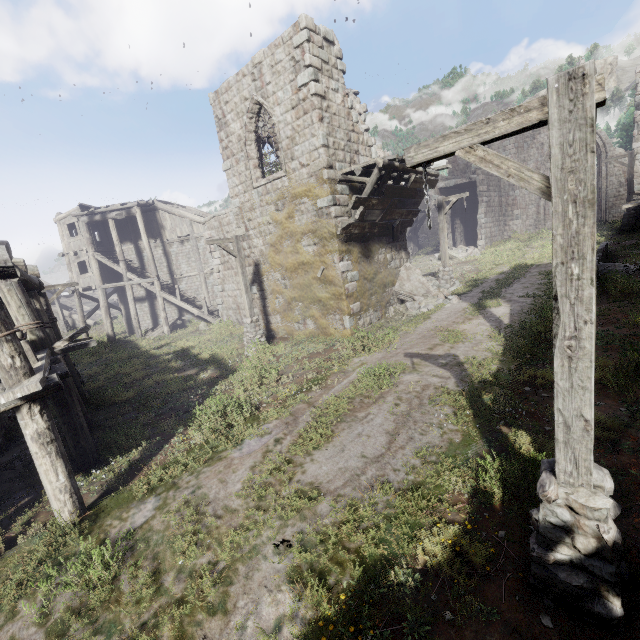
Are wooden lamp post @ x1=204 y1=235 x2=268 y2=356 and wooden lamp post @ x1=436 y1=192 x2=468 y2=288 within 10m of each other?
yes

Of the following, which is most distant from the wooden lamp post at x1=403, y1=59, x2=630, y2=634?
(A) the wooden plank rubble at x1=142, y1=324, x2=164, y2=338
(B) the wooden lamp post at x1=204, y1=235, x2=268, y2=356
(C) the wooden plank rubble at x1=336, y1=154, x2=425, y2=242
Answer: (A) the wooden plank rubble at x1=142, y1=324, x2=164, y2=338

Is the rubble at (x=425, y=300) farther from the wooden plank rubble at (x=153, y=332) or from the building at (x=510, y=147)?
the wooden plank rubble at (x=153, y=332)

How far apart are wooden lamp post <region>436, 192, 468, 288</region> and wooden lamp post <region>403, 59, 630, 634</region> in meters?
13.1 m

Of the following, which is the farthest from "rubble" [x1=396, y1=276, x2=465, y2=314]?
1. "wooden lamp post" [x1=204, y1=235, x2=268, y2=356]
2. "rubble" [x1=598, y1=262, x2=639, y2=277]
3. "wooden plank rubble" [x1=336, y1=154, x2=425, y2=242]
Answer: "wooden lamp post" [x1=204, y1=235, x2=268, y2=356]

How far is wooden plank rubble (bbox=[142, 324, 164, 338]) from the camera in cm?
2450

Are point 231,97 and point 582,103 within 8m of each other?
no

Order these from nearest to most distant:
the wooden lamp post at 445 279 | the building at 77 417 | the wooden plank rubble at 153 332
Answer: the building at 77 417
the wooden lamp post at 445 279
the wooden plank rubble at 153 332
